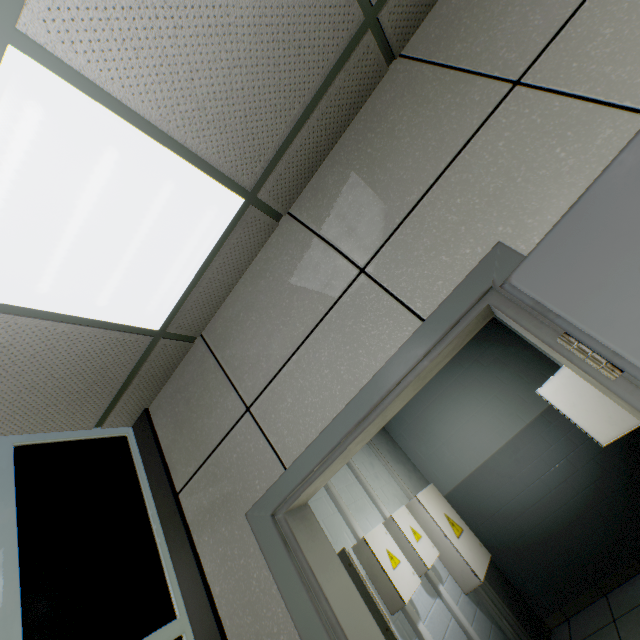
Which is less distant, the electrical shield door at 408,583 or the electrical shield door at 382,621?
the electrical shield door at 382,621

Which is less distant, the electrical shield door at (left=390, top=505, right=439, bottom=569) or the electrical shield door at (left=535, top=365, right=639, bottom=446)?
the electrical shield door at (left=535, top=365, right=639, bottom=446)

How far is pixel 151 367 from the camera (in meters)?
2.12

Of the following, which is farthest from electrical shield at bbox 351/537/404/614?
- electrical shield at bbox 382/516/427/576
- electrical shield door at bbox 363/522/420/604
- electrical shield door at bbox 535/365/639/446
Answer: electrical shield door at bbox 535/365/639/446

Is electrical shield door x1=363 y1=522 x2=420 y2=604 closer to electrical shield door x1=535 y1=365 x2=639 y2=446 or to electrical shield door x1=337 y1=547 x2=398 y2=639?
electrical shield door x1=337 y1=547 x2=398 y2=639

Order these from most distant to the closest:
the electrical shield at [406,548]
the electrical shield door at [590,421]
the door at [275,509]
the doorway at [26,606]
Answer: the electrical shield at [406,548] < the electrical shield door at [590,421] < the doorway at [26,606] < the door at [275,509]

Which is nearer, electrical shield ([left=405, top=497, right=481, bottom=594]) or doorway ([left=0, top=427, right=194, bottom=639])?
doorway ([left=0, top=427, right=194, bottom=639])

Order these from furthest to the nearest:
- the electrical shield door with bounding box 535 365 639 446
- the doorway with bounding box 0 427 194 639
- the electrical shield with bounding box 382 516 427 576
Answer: the electrical shield with bounding box 382 516 427 576 → the electrical shield door with bounding box 535 365 639 446 → the doorway with bounding box 0 427 194 639
